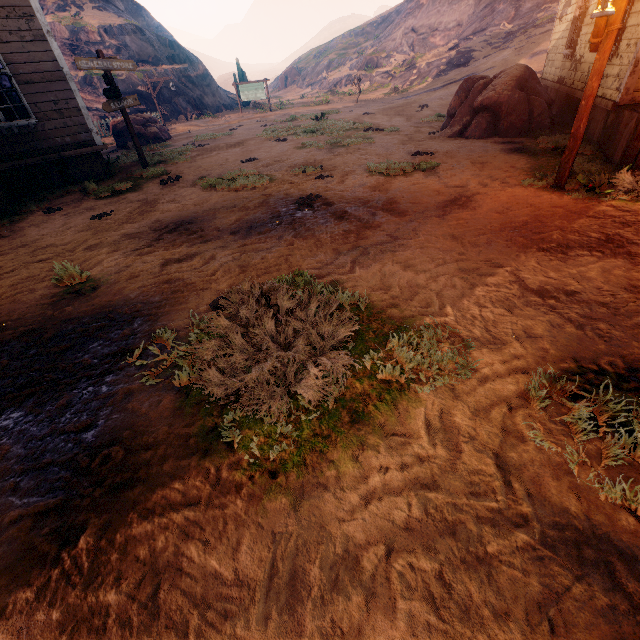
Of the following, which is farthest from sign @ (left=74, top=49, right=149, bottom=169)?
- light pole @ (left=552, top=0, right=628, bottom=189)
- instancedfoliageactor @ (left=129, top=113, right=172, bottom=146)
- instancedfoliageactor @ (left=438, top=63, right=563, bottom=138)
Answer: light pole @ (left=552, top=0, right=628, bottom=189)

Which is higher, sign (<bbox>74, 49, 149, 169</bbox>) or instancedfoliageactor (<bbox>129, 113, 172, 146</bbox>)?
sign (<bbox>74, 49, 149, 169</bbox>)

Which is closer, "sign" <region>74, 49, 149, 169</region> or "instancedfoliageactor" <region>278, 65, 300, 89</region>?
"sign" <region>74, 49, 149, 169</region>

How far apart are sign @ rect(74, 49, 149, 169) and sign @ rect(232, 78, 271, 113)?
19.2m

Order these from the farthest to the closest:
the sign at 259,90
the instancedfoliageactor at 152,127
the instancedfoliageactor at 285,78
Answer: the instancedfoliageactor at 285,78
the sign at 259,90
the instancedfoliageactor at 152,127

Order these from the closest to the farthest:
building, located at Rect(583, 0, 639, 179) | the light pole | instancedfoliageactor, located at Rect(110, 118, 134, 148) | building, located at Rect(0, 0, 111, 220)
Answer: the light pole < building, located at Rect(583, 0, 639, 179) < building, located at Rect(0, 0, 111, 220) < instancedfoliageactor, located at Rect(110, 118, 134, 148)

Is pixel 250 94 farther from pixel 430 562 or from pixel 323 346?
pixel 430 562

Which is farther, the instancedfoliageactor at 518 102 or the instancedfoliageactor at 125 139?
the instancedfoliageactor at 125 139
